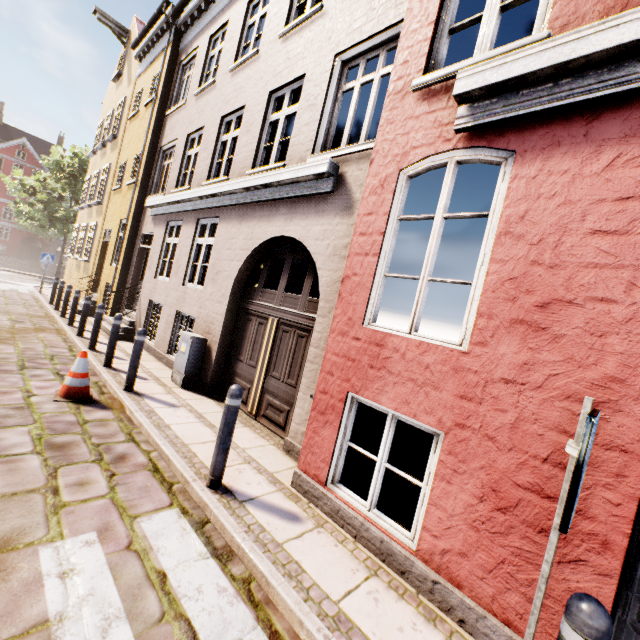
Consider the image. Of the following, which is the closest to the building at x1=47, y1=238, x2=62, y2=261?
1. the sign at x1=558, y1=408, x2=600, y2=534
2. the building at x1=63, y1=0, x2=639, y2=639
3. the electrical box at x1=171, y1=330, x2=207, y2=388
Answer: the building at x1=63, y1=0, x2=639, y2=639

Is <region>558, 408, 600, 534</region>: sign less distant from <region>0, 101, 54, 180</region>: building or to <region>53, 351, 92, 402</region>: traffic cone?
<region>53, 351, 92, 402</region>: traffic cone

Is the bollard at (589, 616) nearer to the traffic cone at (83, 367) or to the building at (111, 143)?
the building at (111, 143)

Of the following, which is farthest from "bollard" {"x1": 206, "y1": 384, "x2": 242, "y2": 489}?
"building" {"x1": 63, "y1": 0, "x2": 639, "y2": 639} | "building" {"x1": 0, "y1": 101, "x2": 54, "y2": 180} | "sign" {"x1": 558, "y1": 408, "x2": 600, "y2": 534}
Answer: "building" {"x1": 0, "y1": 101, "x2": 54, "y2": 180}

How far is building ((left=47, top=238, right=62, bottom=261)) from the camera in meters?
47.5 m

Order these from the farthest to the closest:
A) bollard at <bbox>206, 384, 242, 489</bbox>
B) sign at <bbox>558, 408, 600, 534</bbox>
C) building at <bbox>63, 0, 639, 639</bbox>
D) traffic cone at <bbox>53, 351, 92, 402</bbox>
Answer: traffic cone at <bbox>53, 351, 92, 402</bbox> < bollard at <bbox>206, 384, 242, 489</bbox> < building at <bbox>63, 0, 639, 639</bbox> < sign at <bbox>558, 408, 600, 534</bbox>

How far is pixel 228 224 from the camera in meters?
6.9

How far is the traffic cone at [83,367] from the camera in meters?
4.9
